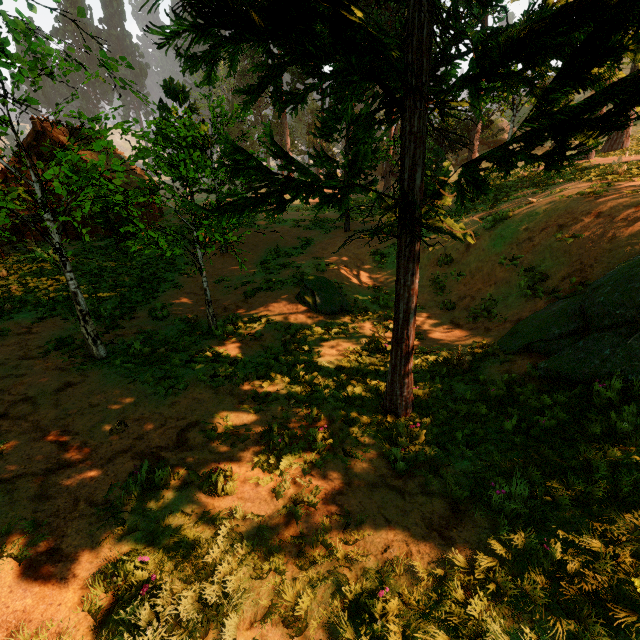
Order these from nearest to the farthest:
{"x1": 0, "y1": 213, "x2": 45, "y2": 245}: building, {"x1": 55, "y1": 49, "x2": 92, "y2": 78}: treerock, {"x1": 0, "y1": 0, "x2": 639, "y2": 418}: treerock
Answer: {"x1": 0, "y1": 0, "x2": 639, "y2": 418}: treerock
{"x1": 55, "y1": 49, "x2": 92, "y2": 78}: treerock
{"x1": 0, "y1": 213, "x2": 45, "y2": 245}: building

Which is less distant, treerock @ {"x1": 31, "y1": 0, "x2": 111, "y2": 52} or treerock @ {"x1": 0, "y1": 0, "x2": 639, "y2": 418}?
treerock @ {"x1": 0, "y1": 0, "x2": 639, "y2": 418}

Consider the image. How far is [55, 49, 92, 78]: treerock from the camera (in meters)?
6.22

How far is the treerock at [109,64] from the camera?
7.52m

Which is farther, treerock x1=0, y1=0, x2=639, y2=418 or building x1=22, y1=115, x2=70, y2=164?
building x1=22, y1=115, x2=70, y2=164

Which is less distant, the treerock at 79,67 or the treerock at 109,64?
the treerock at 79,67

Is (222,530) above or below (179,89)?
below
